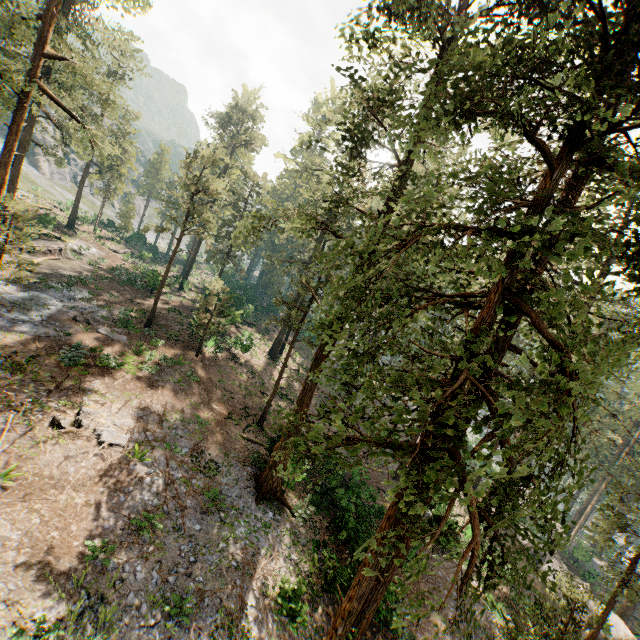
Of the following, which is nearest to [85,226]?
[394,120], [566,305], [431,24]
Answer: [431,24]

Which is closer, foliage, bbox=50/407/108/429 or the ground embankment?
foliage, bbox=50/407/108/429

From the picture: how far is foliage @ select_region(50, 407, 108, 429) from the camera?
14.17m

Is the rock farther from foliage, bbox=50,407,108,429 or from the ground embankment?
the ground embankment

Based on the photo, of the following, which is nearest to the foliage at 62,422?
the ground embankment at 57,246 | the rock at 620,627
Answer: the rock at 620,627
